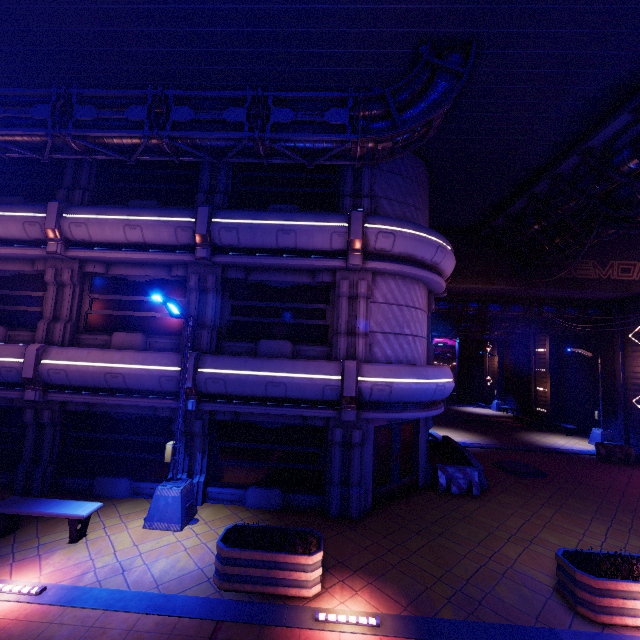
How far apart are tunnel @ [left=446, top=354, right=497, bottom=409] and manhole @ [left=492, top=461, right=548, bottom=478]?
21.43m

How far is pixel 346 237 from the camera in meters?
9.9

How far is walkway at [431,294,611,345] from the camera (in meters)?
21.06

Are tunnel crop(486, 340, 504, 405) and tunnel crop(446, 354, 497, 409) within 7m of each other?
yes

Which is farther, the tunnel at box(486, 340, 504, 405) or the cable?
the tunnel at box(486, 340, 504, 405)

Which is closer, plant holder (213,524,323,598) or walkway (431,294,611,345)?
plant holder (213,524,323,598)

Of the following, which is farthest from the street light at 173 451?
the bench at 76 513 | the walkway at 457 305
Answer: the walkway at 457 305

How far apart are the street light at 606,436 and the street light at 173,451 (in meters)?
23.75
